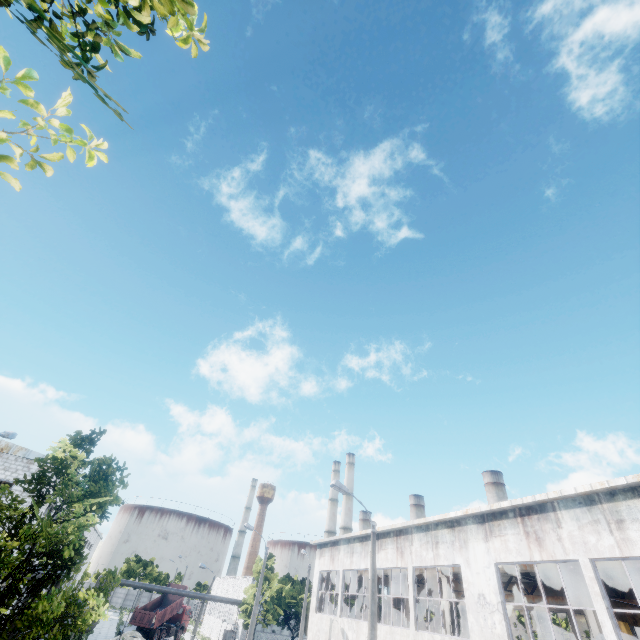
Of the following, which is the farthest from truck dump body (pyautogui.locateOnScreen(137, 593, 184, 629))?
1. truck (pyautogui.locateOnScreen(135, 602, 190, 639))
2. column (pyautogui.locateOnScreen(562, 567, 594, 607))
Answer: column (pyautogui.locateOnScreen(562, 567, 594, 607))

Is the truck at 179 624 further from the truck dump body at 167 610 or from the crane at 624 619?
the crane at 624 619

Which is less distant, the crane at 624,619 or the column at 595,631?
the column at 595,631

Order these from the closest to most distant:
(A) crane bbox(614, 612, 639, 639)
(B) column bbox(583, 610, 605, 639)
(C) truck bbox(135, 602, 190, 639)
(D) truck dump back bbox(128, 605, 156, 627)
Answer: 1. (B) column bbox(583, 610, 605, 639)
2. (A) crane bbox(614, 612, 639, 639)
3. (D) truck dump back bbox(128, 605, 156, 627)
4. (C) truck bbox(135, 602, 190, 639)

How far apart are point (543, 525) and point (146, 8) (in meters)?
17.92

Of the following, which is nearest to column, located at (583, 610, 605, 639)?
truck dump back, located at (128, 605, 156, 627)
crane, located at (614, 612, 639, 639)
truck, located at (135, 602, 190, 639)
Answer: crane, located at (614, 612, 639, 639)

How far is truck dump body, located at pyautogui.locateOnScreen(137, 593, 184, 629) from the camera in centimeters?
4019cm
